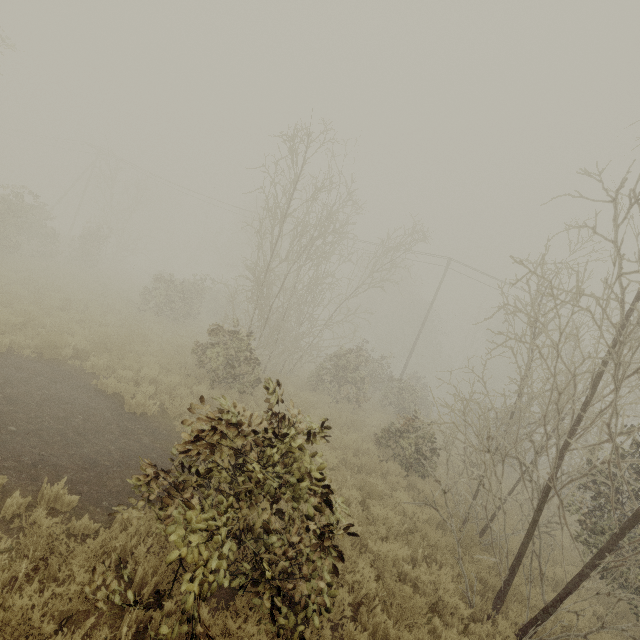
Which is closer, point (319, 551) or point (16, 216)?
point (319, 551)
